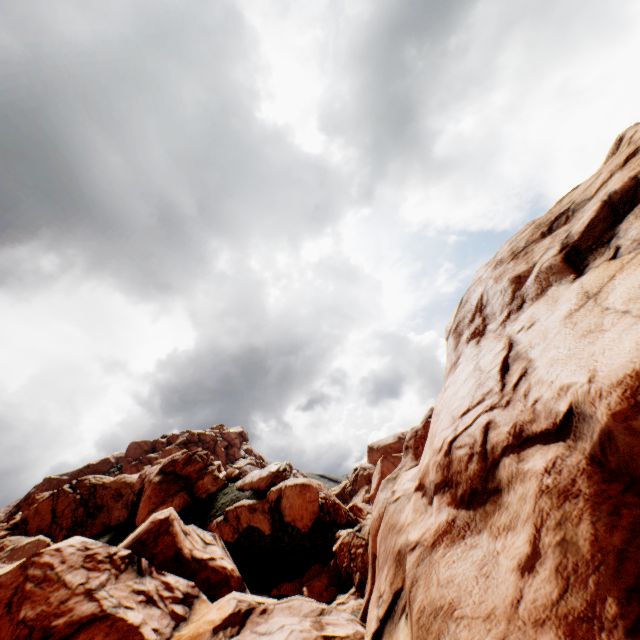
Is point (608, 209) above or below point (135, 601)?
above
